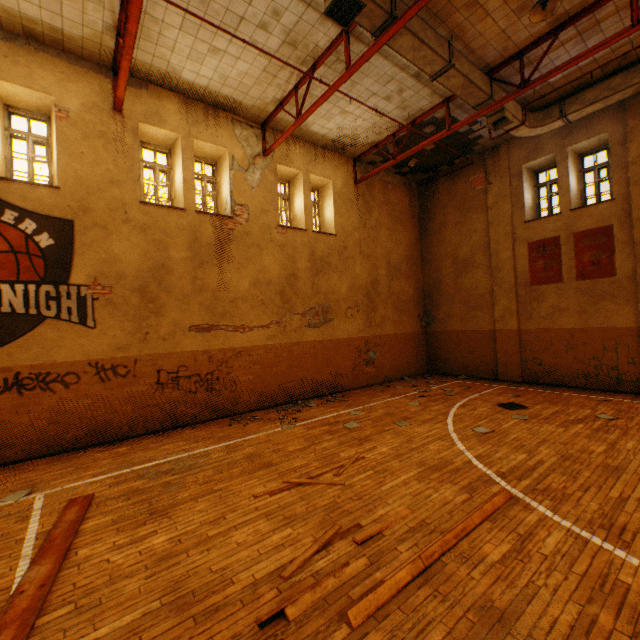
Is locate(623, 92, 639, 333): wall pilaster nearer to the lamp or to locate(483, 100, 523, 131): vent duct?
locate(483, 100, 523, 131): vent duct

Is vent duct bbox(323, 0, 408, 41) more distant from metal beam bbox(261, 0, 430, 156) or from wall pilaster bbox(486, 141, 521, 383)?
wall pilaster bbox(486, 141, 521, 383)

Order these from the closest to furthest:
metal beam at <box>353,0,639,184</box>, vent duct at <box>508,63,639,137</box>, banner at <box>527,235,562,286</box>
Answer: metal beam at <box>353,0,639,184</box> < vent duct at <box>508,63,639,137</box> < banner at <box>527,235,562,286</box>

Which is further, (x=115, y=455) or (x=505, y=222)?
(x=505, y=222)

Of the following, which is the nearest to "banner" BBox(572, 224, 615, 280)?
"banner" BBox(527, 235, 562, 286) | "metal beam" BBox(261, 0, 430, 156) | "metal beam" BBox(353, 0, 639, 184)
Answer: "banner" BBox(527, 235, 562, 286)

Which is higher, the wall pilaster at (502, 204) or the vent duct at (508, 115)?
the vent duct at (508, 115)

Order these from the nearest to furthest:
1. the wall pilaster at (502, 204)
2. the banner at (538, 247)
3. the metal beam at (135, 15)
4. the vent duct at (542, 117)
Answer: the metal beam at (135, 15)
the vent duct at (542, 117)
the banner at (538, 247)
the wall pilaster at (502, 204)

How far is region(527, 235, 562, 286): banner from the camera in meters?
10.8 m
